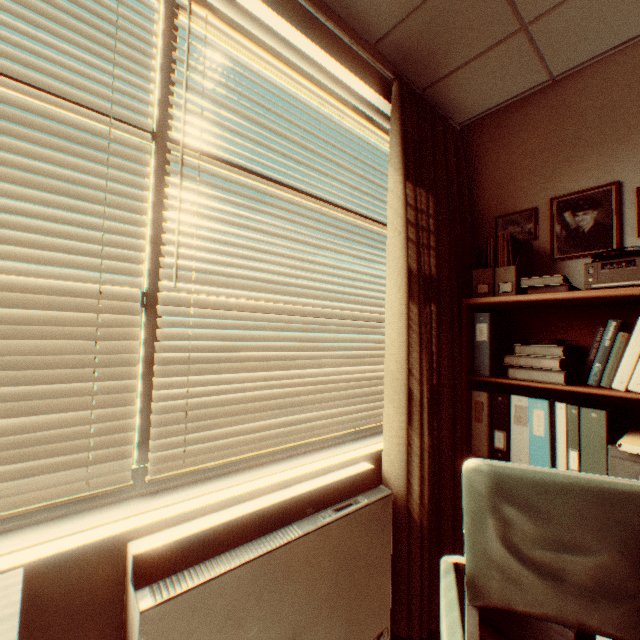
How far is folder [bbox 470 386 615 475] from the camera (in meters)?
1.58

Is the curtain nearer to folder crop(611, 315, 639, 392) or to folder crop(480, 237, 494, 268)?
folder crop(480, 237, 494, 268)

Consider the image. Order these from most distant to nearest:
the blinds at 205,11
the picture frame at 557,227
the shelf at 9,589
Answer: the picture frame at 557,227 < the blinds at 205,11 < the shelf at 9,589

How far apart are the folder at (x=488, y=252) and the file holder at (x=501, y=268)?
0.05m

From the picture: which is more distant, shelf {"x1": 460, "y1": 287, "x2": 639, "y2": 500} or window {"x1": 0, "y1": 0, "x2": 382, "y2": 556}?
shelf {"x1": 460, "y1": 287, "x2": 639, "y2": 500}

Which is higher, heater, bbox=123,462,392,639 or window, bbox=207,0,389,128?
window, bbox=207,0,389,128

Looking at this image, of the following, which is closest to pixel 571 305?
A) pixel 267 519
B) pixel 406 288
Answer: pixel 406 288

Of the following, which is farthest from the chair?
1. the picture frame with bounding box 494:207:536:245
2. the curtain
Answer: the picture frame with bounding box 494:207:536:245
